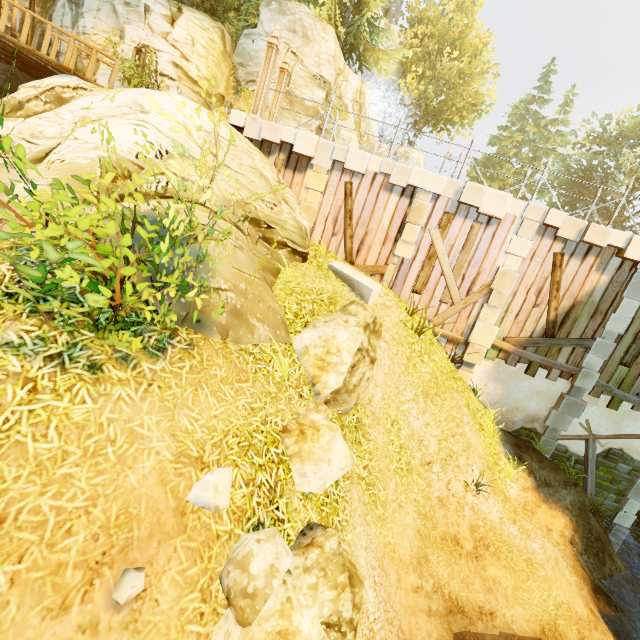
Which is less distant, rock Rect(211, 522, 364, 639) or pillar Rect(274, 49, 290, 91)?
rock Rect(211, 522, 364, 639)

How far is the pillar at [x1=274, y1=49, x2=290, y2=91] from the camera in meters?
11.0 m

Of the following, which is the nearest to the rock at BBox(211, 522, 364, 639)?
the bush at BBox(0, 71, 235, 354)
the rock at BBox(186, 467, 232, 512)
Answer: the rock at BBox(186, 467, 232, 512)

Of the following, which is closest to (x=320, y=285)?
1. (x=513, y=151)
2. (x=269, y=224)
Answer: (x=269, y=224)

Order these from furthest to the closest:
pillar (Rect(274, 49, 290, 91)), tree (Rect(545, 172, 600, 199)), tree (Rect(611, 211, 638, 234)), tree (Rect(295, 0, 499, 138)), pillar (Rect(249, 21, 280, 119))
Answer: tree (Rect(545, 172, 600, 199))
tree (Rect(611, 211, 638, 234))
tree (Rect(295, 0, 499, 138))
pillar (Rect(274, 49, 290, 91))
pillar (Rect(249, 21, 280, 119))

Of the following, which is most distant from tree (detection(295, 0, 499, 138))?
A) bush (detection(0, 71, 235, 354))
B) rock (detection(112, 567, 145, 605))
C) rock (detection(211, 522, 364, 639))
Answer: rock (detection(211, 522, 364, 639))

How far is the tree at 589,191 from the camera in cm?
3325

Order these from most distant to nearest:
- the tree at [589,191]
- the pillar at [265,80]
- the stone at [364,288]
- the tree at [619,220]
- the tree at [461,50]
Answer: the tree at [589,191]
the tree at [619,220]
the tree at [461,50]
the pillar at [265,80]
the stone at [364,288]
